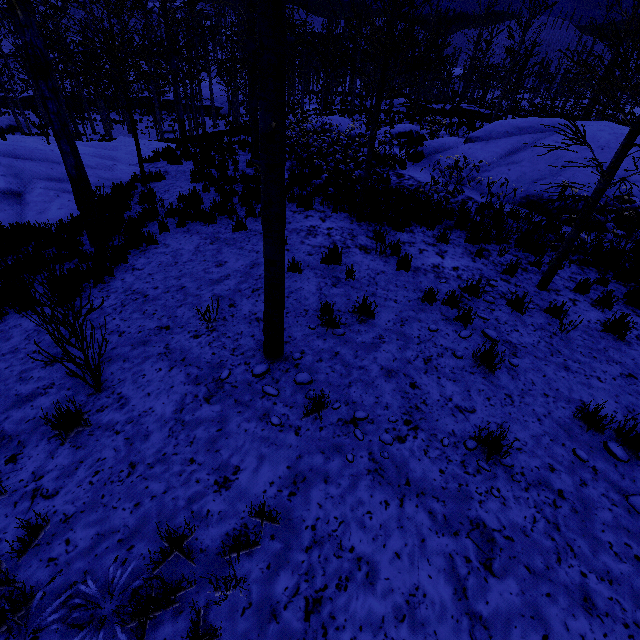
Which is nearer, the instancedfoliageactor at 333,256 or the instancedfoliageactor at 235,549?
the instancedfoliageactor at 235,549

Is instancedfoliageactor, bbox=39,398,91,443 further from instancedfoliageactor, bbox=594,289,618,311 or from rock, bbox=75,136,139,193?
instancedfoliageactor, bbox=594,289,618,311

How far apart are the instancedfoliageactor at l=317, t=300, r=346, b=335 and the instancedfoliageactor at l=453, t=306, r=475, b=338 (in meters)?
1.31

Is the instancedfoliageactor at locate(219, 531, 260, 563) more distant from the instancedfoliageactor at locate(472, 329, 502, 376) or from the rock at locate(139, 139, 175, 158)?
the rock at locate(139, 139, 175, 158)

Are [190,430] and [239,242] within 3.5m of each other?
no

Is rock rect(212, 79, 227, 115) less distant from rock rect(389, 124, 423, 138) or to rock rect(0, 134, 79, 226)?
rock rect(389, 124, 423, 138)

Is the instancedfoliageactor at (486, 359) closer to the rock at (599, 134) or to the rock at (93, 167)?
the rock at (599, 134)

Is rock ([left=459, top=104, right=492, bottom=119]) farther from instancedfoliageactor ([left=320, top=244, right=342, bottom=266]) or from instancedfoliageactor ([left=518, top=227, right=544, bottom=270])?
instancedfoliageactor ([left=320, top=244, right=342, bottom=266])
